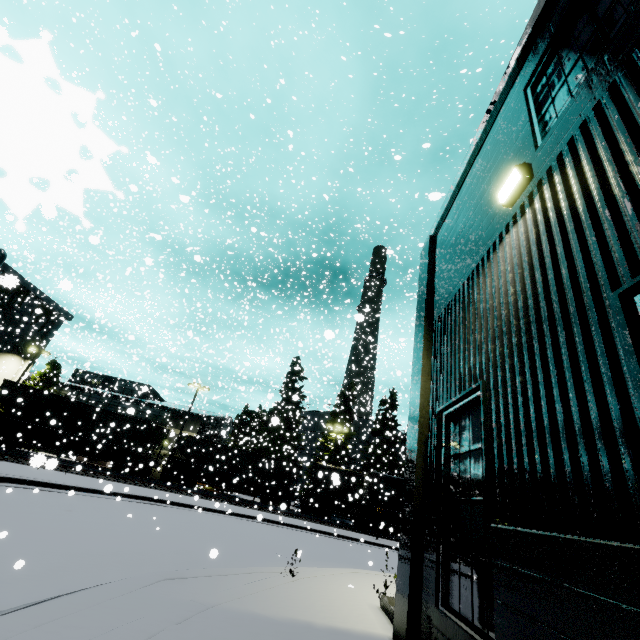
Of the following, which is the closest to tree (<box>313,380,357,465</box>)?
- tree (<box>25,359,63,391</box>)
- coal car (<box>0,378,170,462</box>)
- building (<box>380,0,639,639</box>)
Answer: coal car (<box>0,378,170,462</box>)

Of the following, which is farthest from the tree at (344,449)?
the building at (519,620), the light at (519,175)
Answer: the light at (519,175)

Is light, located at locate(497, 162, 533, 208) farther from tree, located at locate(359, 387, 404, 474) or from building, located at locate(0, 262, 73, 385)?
tree, located at locate(359, 387, 404, 474)

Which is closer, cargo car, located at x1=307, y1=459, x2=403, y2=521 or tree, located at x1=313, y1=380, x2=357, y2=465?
cargo car, located at x1=307, y1=459, x2=403, y2=521

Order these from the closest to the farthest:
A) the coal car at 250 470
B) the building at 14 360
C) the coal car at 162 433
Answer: the coal car at 162 433 < the coal car at 250 470 < the building at 14 360

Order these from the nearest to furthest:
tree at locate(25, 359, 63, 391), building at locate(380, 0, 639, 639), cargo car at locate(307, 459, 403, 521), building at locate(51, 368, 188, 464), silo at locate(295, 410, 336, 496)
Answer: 1. building at locate(380, 0, 639, 639)
2. cargo car at locate(307, 459, 403, 521)
3. tree at locate(25, 359, 63, 391)
4. building at locate(51, 368, 188, 464)
5. silo at locate(295, 410, 336, 496)

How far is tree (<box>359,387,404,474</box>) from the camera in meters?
38.8

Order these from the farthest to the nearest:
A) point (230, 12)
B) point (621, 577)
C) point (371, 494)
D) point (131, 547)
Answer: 1. point (371, 494)
2. point (230, 12)
3. point (131, 547)
4. point (621, 577)
